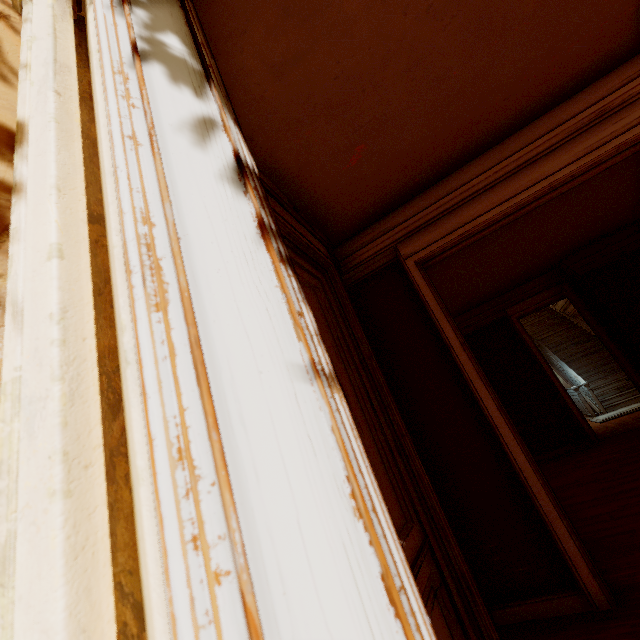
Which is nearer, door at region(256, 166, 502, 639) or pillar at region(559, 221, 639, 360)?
door at region(256, 166, 502, 639)

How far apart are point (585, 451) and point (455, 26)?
7.9 meters

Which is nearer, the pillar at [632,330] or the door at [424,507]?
the door at [424,507]
